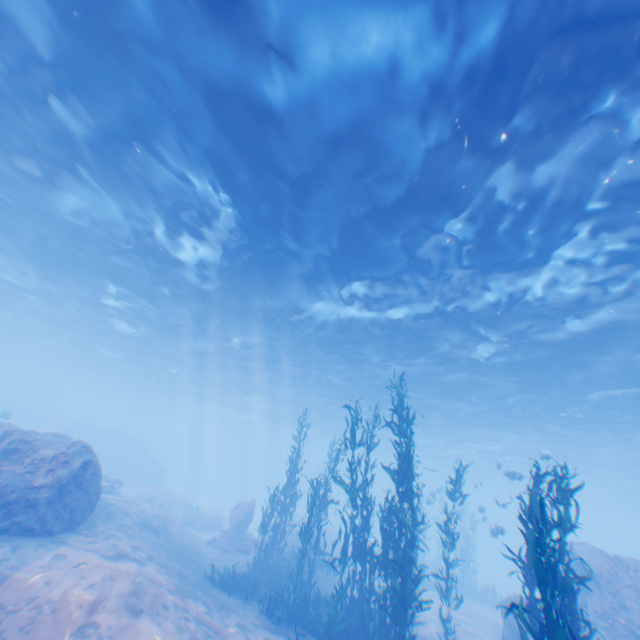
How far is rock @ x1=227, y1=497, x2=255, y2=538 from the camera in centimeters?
2014cm

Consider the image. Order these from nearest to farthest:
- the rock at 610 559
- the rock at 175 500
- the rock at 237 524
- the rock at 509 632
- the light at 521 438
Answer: the light at 521 438
the rock at 610 559
the rock at 509 632
the rock at 237 524
the rock at 175 500

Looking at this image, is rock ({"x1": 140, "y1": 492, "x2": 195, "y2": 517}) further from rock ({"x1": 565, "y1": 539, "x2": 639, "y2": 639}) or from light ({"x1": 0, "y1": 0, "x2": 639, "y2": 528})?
light ({"x1": 0, "y1": 0, "x2": 639, "y2": 528})

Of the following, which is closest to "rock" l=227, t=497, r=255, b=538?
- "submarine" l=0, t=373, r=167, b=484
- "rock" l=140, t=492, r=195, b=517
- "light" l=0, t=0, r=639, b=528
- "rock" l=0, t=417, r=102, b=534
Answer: "submarine" l=0, t=373, r=167, b=484

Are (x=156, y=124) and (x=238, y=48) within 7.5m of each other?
yes

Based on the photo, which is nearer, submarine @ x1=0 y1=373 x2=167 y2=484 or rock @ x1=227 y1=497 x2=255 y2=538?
rock @ x1=227 y1=497 x2=255 y2=538

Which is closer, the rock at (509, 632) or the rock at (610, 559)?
the rock at (610, 559)

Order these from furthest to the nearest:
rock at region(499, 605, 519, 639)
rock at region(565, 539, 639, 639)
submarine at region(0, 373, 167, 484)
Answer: submarine at region(0, 373, 167, 484), rock at region(499, 605, 519, 639), rock at region(565, 539, 639, 639)
